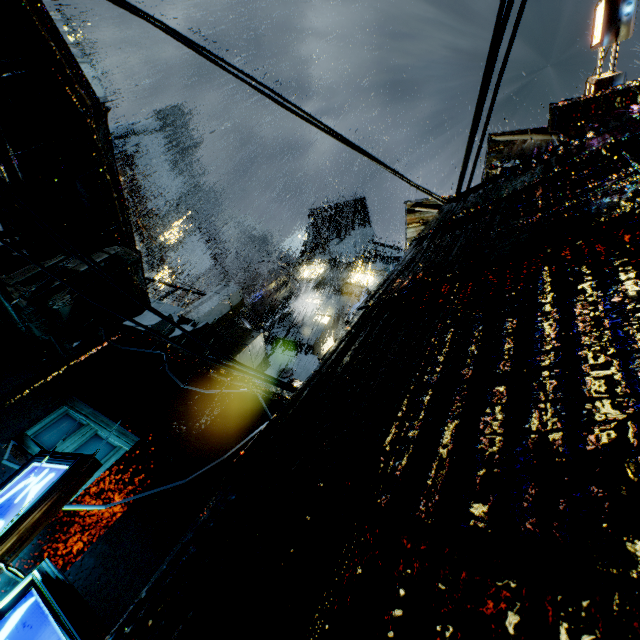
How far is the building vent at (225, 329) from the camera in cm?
2111

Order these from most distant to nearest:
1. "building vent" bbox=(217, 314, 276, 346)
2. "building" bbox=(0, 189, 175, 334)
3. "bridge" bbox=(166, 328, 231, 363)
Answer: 1. "building vent" bbox=(217, 314, 276, 346)
2. "bridge" bbox=(166, 328, 231, 363)
3. "building" bbox=(0, 189, 175, 334)

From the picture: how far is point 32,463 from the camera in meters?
4.5

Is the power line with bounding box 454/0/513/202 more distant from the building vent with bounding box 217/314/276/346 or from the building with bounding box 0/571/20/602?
the building vent with bounding box 217/314/276/346

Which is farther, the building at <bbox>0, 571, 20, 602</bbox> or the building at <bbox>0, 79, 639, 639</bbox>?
the building at <bbox>0, 571, 20, 602</bbox>

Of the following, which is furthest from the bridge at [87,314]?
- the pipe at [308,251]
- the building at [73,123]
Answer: the pipe at [308,251]

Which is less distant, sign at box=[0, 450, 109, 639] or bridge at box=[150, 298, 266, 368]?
sign at box=[0, 450, 109, 639]

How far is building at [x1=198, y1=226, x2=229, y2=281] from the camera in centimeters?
4491cm
